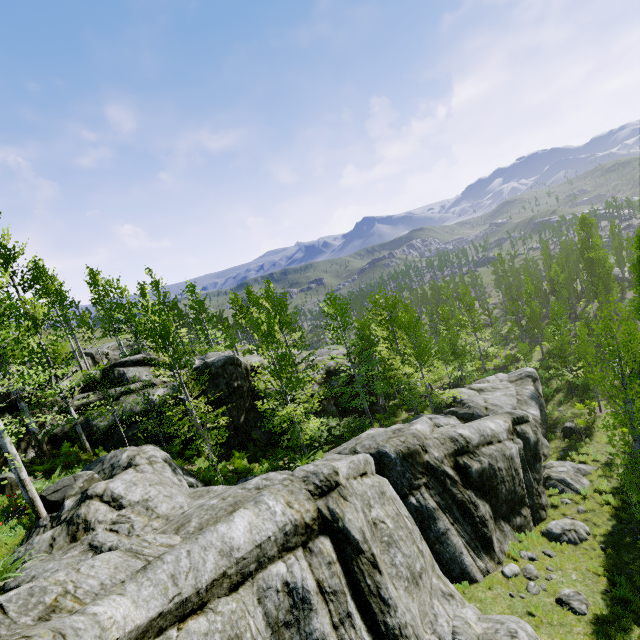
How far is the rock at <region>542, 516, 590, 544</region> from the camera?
14.68m

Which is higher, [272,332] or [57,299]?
[57,299]

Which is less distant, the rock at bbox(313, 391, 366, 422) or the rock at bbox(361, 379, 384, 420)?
the rock at bbox(313, 391, 366, 422)

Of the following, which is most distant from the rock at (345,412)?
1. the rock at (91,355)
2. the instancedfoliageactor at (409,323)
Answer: the rock at (91,355)

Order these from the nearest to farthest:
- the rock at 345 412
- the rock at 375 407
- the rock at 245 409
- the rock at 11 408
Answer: the rock at 11 408, the rock at 245 409, the rock at 345 412, the rock at 375 407

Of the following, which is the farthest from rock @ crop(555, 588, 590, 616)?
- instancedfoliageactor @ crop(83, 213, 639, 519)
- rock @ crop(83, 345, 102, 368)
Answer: rock @ crop(83, 345, 102, 368)

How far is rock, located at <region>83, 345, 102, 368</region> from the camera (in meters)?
31.83
